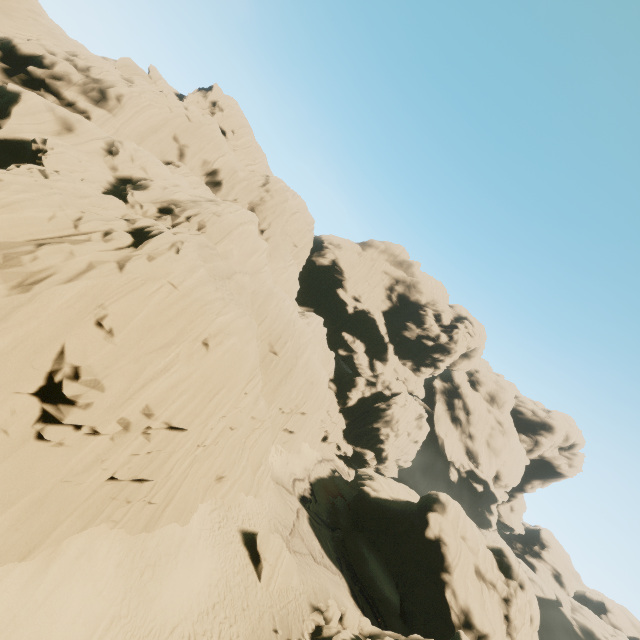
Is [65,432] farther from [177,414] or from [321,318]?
[321,318]

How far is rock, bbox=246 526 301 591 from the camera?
20.67m

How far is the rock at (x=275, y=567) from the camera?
20.7 meters

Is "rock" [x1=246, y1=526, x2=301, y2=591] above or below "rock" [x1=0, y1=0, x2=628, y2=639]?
below

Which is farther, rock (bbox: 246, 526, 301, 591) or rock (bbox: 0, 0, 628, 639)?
rock (bbox: 246, 526, 301, 591)

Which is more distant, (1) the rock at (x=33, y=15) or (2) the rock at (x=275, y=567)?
(2) the rock at (x=275, y=567)
